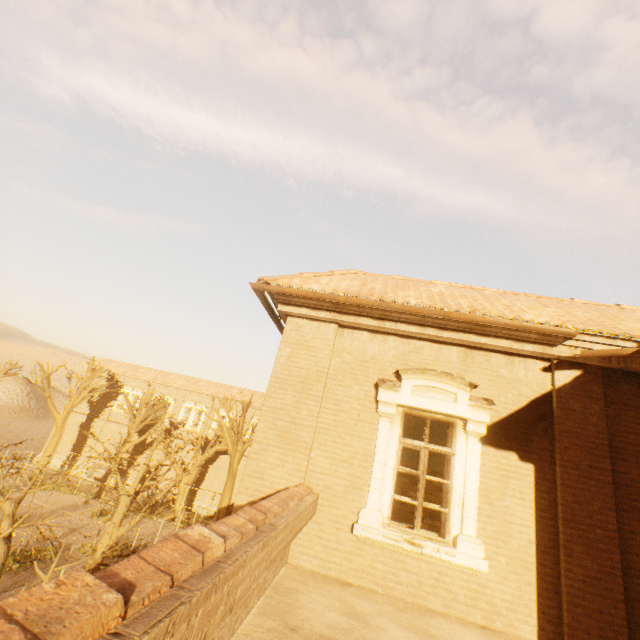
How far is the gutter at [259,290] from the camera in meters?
5.4

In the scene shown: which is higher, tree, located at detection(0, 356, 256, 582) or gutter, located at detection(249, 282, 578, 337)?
gutter, located at detection(249, 282, 578, 337)

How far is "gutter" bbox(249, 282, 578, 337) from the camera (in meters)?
5.39

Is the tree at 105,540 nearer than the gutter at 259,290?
No

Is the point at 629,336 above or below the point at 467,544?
above

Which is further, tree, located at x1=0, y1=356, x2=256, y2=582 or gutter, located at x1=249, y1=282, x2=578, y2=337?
tree, located at x1=0, y1=356, x2=256, y2=582
